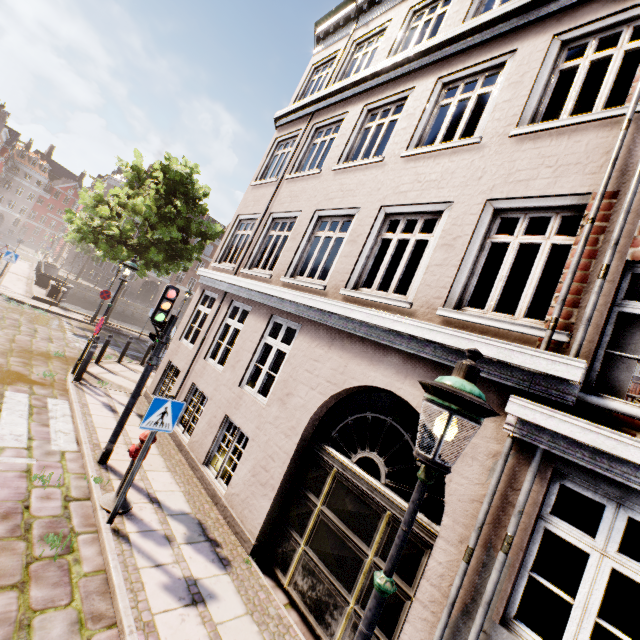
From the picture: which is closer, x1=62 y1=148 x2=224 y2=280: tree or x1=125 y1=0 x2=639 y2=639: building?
x1=125 y1=0 x2=639 y2=639: building

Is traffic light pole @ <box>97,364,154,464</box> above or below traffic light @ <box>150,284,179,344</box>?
below

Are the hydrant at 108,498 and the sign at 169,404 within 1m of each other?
yes

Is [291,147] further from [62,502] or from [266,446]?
[62,502]

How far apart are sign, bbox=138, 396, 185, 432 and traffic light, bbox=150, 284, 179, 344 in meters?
1.7 m

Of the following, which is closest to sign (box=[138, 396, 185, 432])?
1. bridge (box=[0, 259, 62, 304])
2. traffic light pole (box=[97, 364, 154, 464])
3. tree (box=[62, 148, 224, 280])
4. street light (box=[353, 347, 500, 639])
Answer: traffic light pole (box=[97, 364, 154, 464])

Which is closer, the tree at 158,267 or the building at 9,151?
the tree at 158,267

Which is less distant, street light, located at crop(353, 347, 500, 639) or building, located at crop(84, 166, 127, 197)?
street light, located at crop(353, 347, 500, 639)
